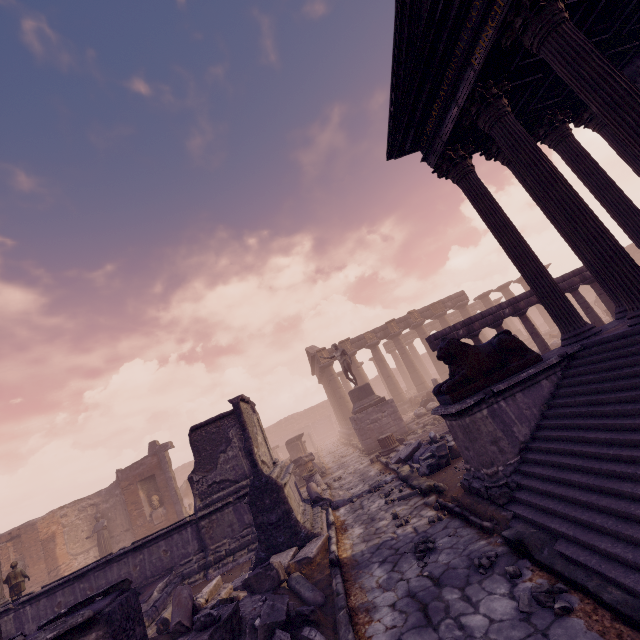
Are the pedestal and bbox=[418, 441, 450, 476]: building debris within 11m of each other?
yes

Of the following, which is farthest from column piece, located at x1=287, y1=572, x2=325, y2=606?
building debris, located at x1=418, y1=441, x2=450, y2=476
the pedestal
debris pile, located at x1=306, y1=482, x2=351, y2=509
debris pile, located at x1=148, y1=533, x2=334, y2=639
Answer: the pedestal

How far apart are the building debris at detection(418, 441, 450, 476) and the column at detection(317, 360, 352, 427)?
19.11m

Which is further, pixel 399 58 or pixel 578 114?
pixel 578 114

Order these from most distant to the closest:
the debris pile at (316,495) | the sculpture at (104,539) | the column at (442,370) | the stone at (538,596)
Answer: the column at (442,370), the sculpture at (104,539), the debris pile at (316,495), the stone at (538,596)

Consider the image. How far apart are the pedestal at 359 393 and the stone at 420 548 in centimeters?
1152cm

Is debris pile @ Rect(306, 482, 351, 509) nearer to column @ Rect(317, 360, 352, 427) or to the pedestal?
the pedestal

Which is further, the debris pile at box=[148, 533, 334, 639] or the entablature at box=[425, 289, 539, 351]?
the entablature at box=[425, 289, 539, 351]
